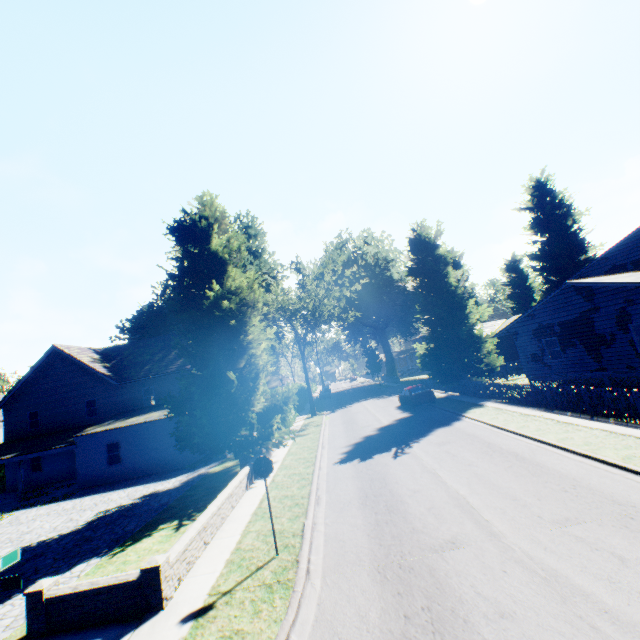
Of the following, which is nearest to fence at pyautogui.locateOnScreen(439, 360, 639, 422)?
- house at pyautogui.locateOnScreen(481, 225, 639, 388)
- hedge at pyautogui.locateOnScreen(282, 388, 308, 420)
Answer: house at pyautogui.locateOnScreen(481, 225, 639, 388)

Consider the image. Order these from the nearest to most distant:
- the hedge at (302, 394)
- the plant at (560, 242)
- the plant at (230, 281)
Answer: the plant at (230, 281)
the hedge at (302, 394)
the plant at (560, 242)

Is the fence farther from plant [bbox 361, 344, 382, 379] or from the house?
the house

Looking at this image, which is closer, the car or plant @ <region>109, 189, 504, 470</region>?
plant @ <region>109, 189, 504, 470</region>

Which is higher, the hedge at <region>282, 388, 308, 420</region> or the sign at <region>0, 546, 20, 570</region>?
the sign at <region>0, 546, 20, 570</region>

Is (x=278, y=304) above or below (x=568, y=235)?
below

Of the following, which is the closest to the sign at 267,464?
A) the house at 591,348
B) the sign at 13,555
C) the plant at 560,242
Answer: the sign at 13,555

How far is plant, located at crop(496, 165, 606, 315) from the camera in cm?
4191
